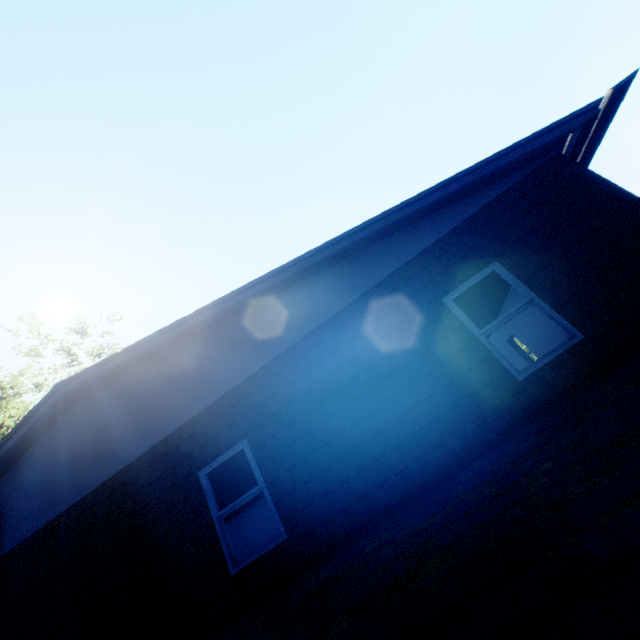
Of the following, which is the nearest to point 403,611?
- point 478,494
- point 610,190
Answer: point 478,494
